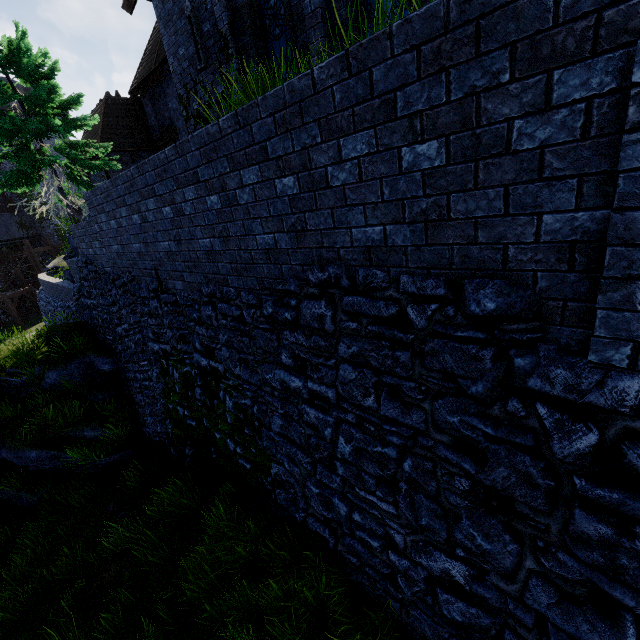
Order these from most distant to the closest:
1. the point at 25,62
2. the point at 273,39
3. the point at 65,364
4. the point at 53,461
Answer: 1. the point at 25,62
2. the point at 65,364
3. the point at 53,461
4. the point at 273,39

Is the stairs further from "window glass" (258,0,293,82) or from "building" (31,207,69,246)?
"window glass" (258,0,293,82)

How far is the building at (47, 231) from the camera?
37.41m

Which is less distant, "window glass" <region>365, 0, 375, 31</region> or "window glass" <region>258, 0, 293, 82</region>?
"window glass" <region>365, 0, 375, 31</region>

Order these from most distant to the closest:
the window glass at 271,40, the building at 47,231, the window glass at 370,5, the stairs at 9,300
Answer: the building at 47,231, the stairs at 9,300, the window glass at 271,40, the window glass at 370,5

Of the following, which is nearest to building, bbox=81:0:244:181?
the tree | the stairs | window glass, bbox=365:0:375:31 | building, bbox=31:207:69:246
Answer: window glass, bbox=365:0:375:31

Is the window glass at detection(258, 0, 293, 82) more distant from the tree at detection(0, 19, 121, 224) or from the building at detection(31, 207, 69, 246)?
the building at detection(31, 207, 69, 246)

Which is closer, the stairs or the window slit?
the window slit
